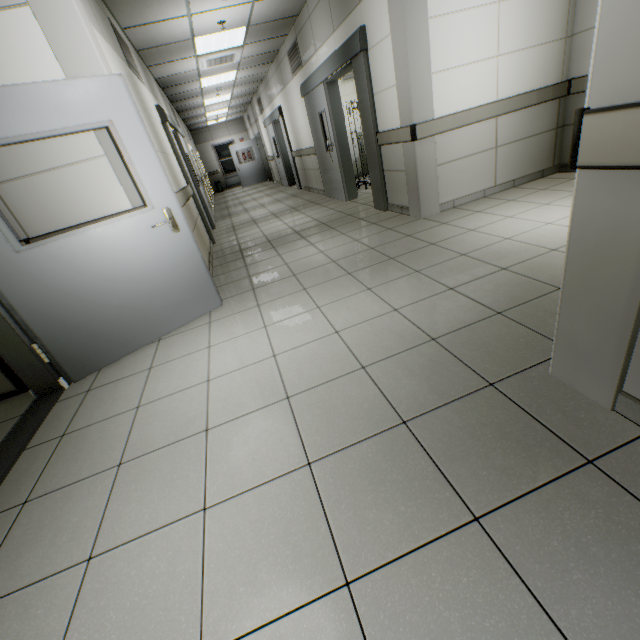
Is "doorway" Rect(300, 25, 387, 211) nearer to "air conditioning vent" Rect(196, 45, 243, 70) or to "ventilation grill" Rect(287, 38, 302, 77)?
"ventilation grill" Rect(287, 38, 302, 77)

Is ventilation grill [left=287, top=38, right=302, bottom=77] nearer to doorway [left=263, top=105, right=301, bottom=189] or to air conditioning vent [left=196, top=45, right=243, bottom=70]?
air conditioning vent [left=196, top=45, right=243, bottom=70]

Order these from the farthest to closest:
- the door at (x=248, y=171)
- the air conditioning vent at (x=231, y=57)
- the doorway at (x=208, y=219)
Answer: the door at (x=248, y=171)
the air conditioning vent at (x=231, y=57)
the doorway at (x=208, y=219)

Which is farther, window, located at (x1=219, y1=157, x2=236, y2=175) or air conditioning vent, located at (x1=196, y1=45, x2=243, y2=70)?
window, located at (x1=219, y1=157, x2=236, y2=175)

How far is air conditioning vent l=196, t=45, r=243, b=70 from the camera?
6.6 meters

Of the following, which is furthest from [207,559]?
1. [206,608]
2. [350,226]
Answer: [350,226]

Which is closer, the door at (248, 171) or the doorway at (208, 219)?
the doorway at (208, 219)

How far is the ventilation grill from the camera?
6.6 meters
